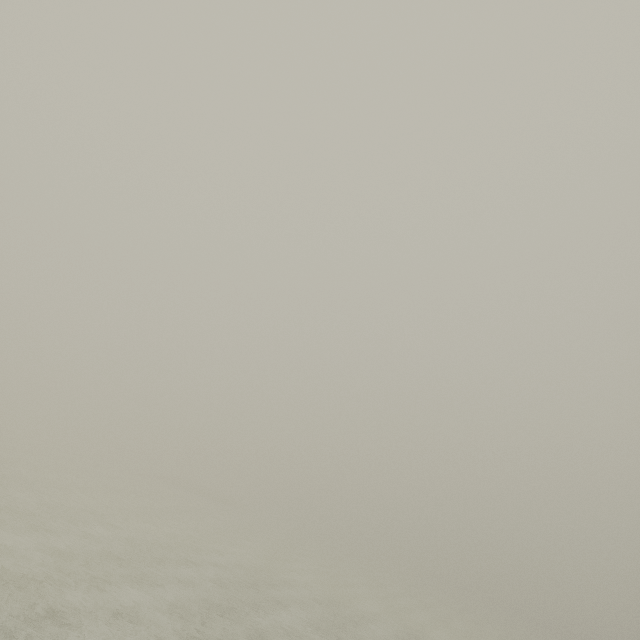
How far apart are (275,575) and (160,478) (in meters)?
41.11
